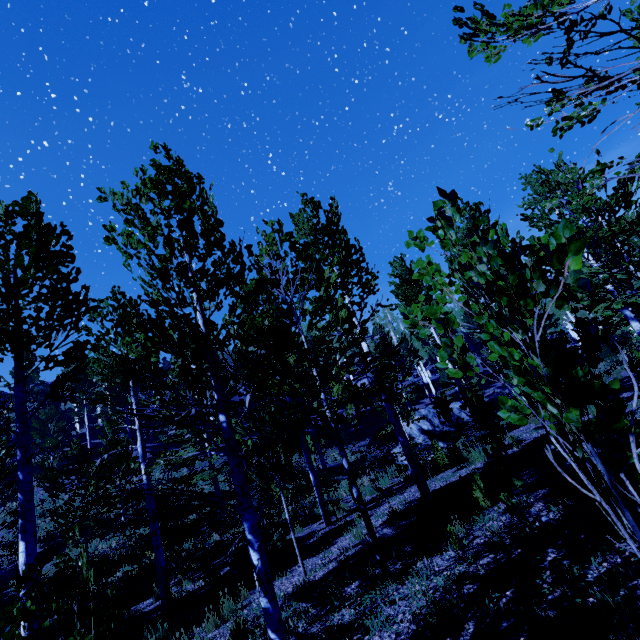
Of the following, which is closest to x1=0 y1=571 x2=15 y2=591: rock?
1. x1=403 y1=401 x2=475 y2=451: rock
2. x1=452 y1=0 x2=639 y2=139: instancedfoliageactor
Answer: x1=452 y1=0 x2=639 y2=139: instancedfoliageactor

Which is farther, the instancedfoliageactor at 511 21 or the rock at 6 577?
the rock at 6 577

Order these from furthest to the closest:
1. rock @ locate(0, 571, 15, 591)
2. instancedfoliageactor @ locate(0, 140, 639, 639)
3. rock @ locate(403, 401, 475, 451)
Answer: rock @ locate(403, 401, 475, 451), rock @ locate(0, 571, 15, 591), instancedfoliageactor @ locate(0, 140, 639, 639)

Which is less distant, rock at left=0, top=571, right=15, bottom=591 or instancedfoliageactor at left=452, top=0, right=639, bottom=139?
instancedfoliageactor at left=452, top=0, right=639, bottom=139

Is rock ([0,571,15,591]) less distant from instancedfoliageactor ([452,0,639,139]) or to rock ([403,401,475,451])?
instancedfoliageactor ([452,0,639,139])

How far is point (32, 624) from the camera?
4.2m

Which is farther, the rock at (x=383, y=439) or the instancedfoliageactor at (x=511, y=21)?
the rock at (x=383, y=439)
